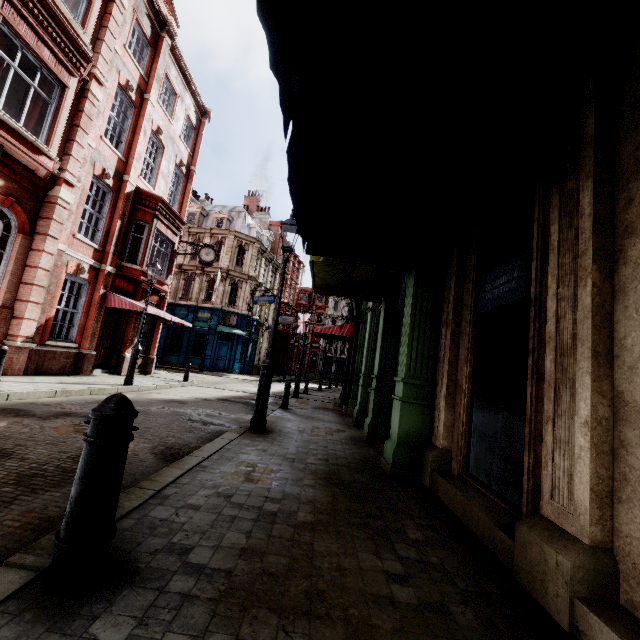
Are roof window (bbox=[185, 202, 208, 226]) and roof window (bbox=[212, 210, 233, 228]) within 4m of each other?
yes

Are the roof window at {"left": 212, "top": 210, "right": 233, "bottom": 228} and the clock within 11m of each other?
no

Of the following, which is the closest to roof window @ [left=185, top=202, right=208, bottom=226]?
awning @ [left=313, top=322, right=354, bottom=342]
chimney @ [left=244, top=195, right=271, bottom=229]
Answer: chimney @ [left=244, top=195, right=271, bottom=229]

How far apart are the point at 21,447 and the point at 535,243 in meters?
6.3

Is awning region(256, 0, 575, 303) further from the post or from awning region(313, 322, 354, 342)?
awning region(313, 322, 354, 342)

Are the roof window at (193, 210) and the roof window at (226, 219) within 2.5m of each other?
yes

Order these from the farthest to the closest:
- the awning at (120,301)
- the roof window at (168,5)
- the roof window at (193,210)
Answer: Answer: the roof window at (193,210), the roof window at (168,5), the awning at (120,301)

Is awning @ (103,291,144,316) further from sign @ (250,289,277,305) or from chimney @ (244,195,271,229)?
chimney @ (244,195,271,229)
